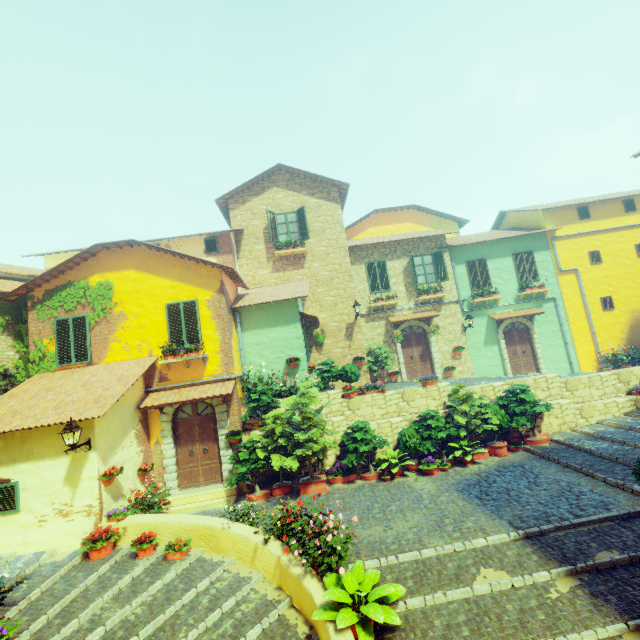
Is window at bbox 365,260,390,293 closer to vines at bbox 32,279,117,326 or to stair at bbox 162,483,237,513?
stair at bbox 162,483,237,513

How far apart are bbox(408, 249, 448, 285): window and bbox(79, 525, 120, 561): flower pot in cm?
1413

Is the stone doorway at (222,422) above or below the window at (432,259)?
below

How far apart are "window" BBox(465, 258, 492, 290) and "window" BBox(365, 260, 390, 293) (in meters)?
4.33

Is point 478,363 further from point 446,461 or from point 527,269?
point 446,461

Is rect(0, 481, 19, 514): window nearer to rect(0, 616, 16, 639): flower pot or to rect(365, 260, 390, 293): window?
rect(0, 616, 16, 639): flower pot

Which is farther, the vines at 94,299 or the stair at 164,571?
the vines at 94,299

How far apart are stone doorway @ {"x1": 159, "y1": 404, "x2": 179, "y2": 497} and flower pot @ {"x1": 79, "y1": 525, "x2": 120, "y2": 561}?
2.4m
